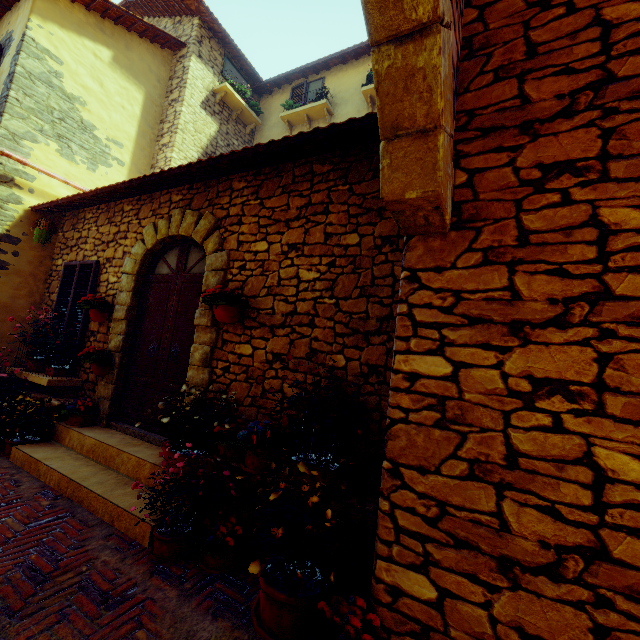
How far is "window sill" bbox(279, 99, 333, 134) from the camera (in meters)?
8.62

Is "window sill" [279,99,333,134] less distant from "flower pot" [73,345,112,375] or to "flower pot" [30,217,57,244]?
"flower pot" [30,217,57,244]

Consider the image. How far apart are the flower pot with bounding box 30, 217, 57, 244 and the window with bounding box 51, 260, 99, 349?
0.50m

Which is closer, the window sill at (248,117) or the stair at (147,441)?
the stair at (147,441)

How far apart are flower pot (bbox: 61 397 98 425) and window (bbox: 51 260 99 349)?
0.9 meters

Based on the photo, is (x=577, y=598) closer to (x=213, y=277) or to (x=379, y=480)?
(x=379, y=480)

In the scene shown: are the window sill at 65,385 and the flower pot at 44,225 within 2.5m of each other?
yes

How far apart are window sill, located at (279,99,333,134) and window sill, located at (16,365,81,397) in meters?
8.0
